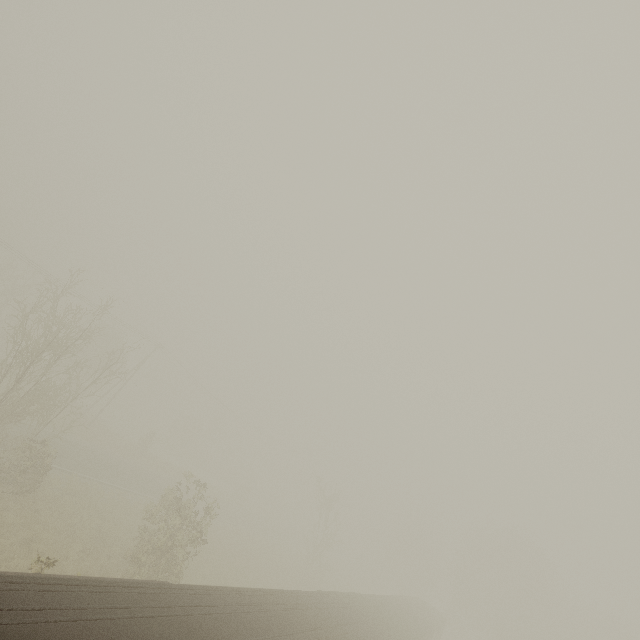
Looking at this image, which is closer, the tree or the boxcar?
the boxcar

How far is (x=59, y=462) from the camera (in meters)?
24.02

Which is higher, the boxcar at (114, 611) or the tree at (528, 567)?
the tree at (528, 567)

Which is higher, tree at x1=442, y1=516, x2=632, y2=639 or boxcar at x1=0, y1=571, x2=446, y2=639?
tree at x1=442, y1=516, x2=632, y2=639

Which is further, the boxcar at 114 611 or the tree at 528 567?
the tree at 528 567
